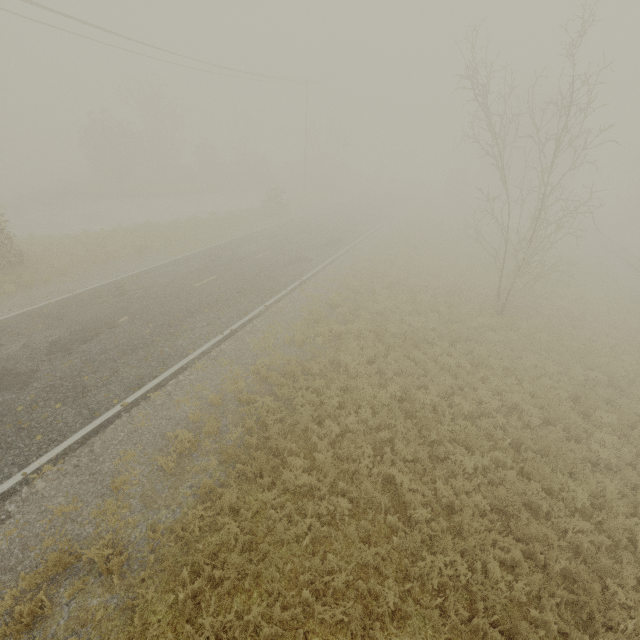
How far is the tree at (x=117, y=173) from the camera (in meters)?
31.02

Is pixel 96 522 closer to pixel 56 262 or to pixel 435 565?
pixel 435 565

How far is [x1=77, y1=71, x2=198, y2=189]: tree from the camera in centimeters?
3102cm
